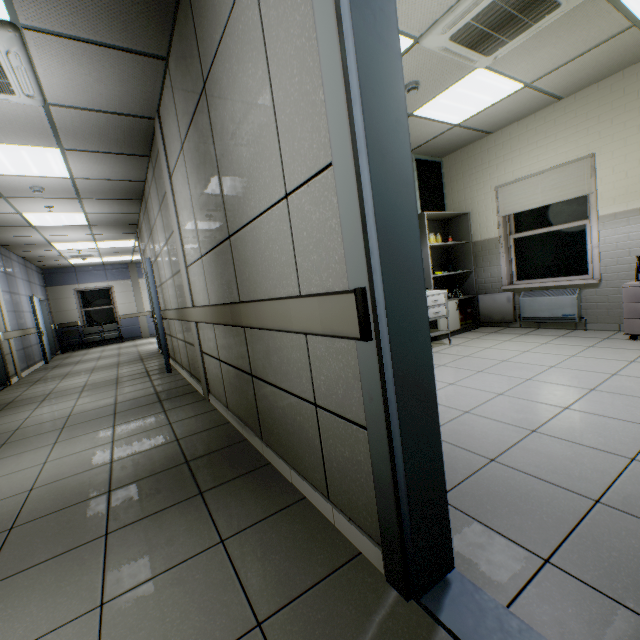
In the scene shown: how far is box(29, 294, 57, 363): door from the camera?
9.3m

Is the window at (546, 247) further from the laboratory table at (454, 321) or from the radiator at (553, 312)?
the laboratory table at (454, 321)

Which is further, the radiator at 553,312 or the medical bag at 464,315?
the medical bag at 464,315

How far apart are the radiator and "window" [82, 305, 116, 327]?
14.6 meters

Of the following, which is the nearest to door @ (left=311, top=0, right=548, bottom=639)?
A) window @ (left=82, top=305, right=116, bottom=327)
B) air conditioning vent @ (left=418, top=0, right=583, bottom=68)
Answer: air conditioning vent @ (left=418, top=0, right=583, bottom=68)

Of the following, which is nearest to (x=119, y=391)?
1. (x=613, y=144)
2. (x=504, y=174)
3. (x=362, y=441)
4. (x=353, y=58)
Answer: (x=362, y=441)

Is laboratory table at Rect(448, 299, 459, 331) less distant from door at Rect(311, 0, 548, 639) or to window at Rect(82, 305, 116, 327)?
door at Rect(311, 0, 548, 639)

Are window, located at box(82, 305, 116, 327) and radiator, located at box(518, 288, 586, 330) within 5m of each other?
no
